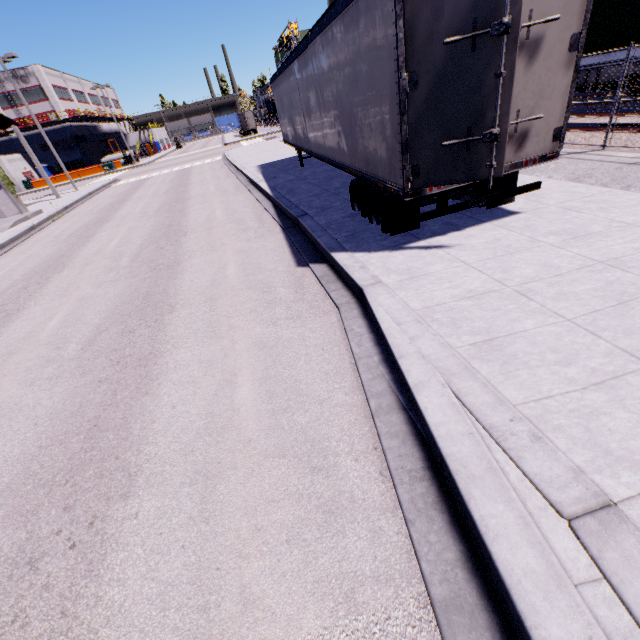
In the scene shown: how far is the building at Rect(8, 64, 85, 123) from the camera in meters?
47.7

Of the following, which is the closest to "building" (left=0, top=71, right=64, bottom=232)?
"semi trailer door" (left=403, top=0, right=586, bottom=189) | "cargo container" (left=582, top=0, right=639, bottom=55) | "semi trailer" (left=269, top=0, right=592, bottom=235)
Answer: "semi trailer" (left=269, top=0, right=592, bottom=235)

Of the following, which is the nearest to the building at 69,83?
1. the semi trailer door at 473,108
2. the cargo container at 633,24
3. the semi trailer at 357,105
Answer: the semi trailer at 357,105

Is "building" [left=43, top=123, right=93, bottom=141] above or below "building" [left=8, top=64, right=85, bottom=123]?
below

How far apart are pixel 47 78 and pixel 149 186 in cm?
4725

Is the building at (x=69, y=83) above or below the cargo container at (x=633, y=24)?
above
